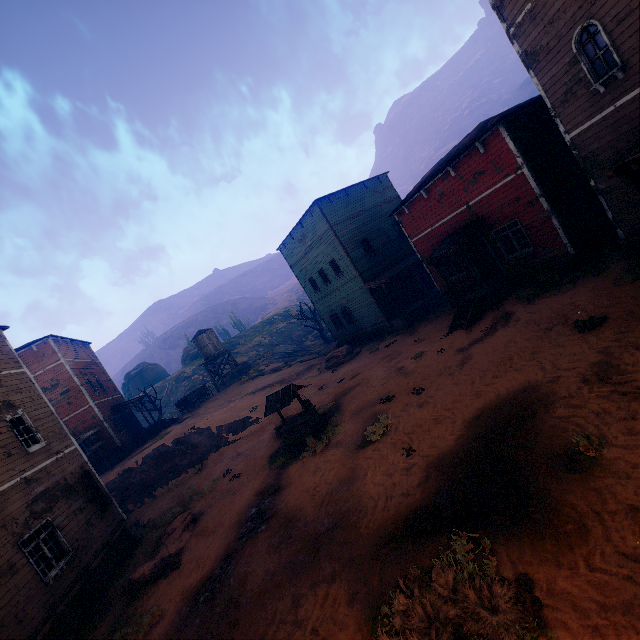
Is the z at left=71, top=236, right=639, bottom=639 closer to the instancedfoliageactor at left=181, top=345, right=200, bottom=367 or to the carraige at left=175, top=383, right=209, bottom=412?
the instancedfoliageactor at left=181, top=345, right=200, bottom=367

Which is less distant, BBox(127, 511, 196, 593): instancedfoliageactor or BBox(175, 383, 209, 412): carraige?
BBox(127, 511, 196, 593): instancedfoliageactor

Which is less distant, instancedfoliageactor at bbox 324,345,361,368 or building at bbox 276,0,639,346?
building at bbox 276,0,639,346

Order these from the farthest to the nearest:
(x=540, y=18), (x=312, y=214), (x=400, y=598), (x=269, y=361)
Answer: (x=269, y=361) < (x=312, y=214) < (x=540, y=18) < (x=400, y=598)

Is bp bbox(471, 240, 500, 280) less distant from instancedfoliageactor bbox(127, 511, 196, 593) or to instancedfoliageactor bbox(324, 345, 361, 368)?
instancedfoliageactor bbox(324, 345, 361, 368)

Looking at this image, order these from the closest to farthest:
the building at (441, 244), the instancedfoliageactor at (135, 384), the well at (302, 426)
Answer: the building at (441, 244)
the well at (302, 426)
the instancedfoliageactor at (135, 384)

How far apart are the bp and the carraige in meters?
27.7

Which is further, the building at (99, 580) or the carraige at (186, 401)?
the carraige at (186, 401)
